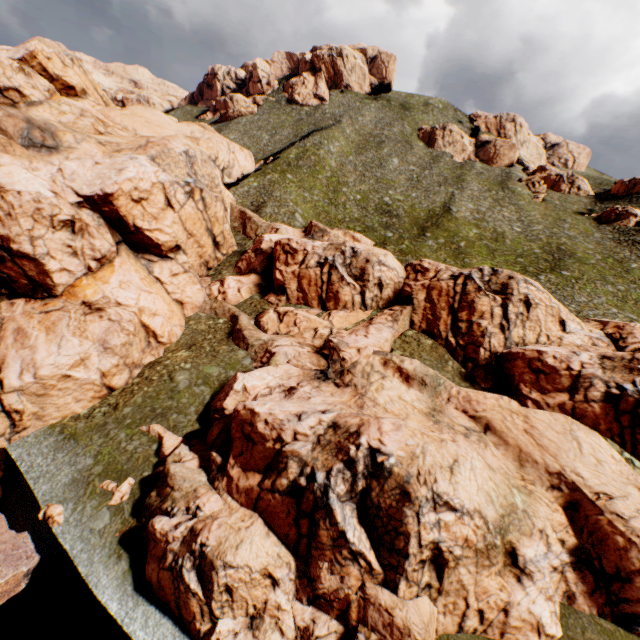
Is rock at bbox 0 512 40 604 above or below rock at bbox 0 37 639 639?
below

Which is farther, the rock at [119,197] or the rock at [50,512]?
the rock at [50,512]

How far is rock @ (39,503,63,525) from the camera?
20.6 meters

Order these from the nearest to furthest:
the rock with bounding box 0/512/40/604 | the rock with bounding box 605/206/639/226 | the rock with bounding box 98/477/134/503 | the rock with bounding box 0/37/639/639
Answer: the rock with bounding box 0/37/639/639
the rock with bounding box 0/512/40/604
the rock with bounding box 98/477/134/503
the rock with bounding box 605/206/639/226

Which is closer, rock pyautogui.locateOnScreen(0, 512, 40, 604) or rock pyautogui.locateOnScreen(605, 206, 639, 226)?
rock pyautogui.locateOnScreen(0, 512, 40, 604)

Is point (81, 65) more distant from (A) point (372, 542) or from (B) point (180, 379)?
(A) point (372, 542)

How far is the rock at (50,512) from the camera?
20.6 meters
